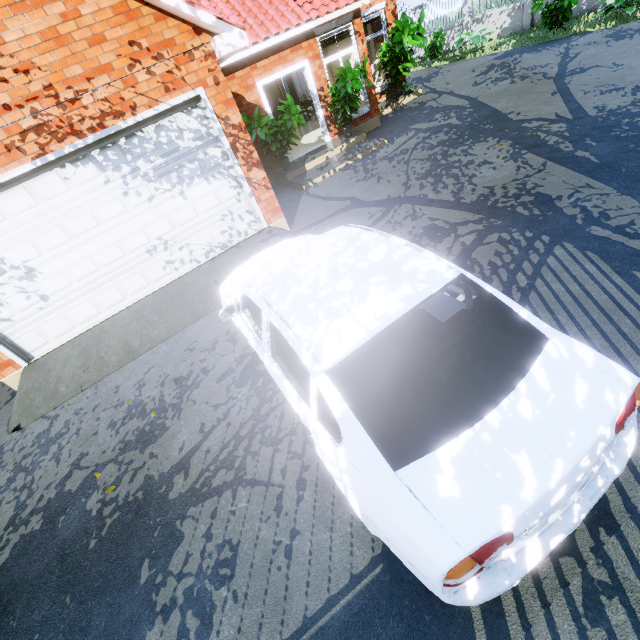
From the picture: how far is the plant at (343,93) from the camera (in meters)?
8.73

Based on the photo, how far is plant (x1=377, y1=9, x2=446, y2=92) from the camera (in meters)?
10.70

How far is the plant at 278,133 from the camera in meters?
8.3 m

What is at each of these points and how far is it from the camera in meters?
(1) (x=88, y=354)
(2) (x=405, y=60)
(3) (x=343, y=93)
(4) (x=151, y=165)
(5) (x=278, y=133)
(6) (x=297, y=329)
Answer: (1) garage entrance, 5.5
(2) plant, 11.6
(3) plant, 8.8
(4) garage door, 5.5
(5) plant, 8.9
(6) car, 2.2

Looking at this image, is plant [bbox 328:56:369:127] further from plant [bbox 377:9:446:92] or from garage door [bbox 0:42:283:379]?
garage door [bbox 0:42:283:379]

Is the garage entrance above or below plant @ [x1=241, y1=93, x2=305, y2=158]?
below

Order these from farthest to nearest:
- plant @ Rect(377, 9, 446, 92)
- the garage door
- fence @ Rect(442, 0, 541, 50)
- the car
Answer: fence @ Rect(442, 0, 541, 50) → plant @ Rect(377, 9, 446, 92) → the garage door → the car

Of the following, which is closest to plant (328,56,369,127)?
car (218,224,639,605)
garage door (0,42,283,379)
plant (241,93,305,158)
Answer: plant (241,93,305,158)
